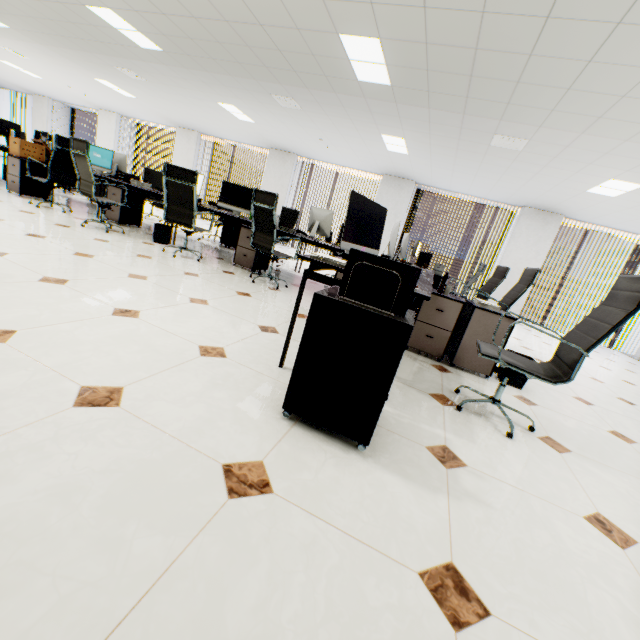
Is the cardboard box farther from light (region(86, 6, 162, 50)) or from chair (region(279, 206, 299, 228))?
chair (region(279, 206, 299, 228))

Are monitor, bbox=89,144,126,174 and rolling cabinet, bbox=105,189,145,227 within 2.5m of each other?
yes

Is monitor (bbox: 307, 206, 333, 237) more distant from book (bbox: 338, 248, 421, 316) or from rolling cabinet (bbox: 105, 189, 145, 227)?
book (bbox: 338, 248, 421, 316)

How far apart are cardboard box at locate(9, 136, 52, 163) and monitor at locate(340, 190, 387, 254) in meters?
6.5

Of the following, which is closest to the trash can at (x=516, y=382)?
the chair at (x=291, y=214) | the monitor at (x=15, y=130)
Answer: the chair at (x=291, y=214)

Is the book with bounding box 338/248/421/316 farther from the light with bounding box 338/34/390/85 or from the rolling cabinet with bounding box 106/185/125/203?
the rolling cabinet with bounding box 106/185/125/203

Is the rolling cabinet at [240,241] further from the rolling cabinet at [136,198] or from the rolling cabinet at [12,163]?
the rolling cabinet at [12,163]

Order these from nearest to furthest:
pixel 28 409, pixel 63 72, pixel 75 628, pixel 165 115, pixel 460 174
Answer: pixel 75 628 < pixel 28 409 < pixel 460 174 < pixel 63 72 < pixel 165 115
